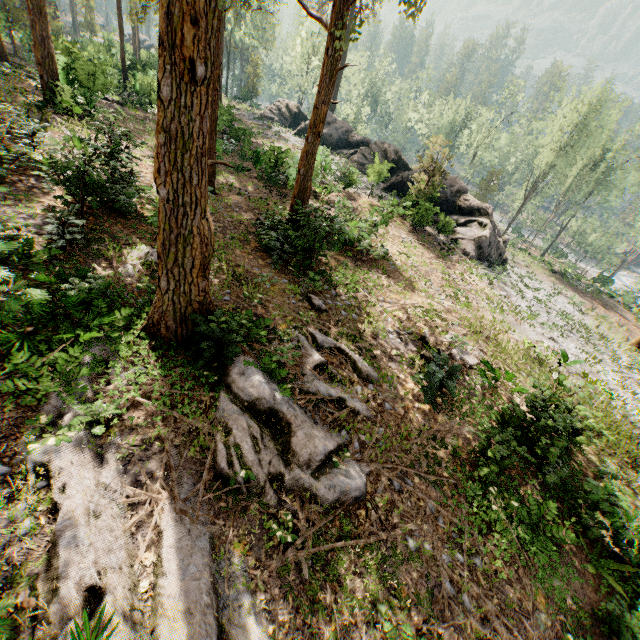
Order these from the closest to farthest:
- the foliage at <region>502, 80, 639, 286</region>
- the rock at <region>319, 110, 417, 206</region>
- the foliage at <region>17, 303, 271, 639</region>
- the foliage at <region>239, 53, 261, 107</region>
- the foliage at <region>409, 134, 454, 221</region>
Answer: the foliage at <region>17, 303, 271, 639</region>, the foliage at <region>409, 134, 454, 221</region>, the rock at <region>319, 110, 417, 206</region>, the foliage at <region>502, 80, 639, 286</region>, the foliage at <region>239, 53, 261, 107</region>

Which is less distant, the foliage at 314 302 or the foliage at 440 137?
the foliage at 314 302

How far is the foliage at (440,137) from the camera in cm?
2217

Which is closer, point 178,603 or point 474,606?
point 178,603

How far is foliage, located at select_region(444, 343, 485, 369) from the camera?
12.8m

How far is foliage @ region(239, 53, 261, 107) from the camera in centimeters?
4700cm

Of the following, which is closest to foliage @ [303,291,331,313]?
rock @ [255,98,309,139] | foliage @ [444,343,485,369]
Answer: rock @ [255,98,309,139]
